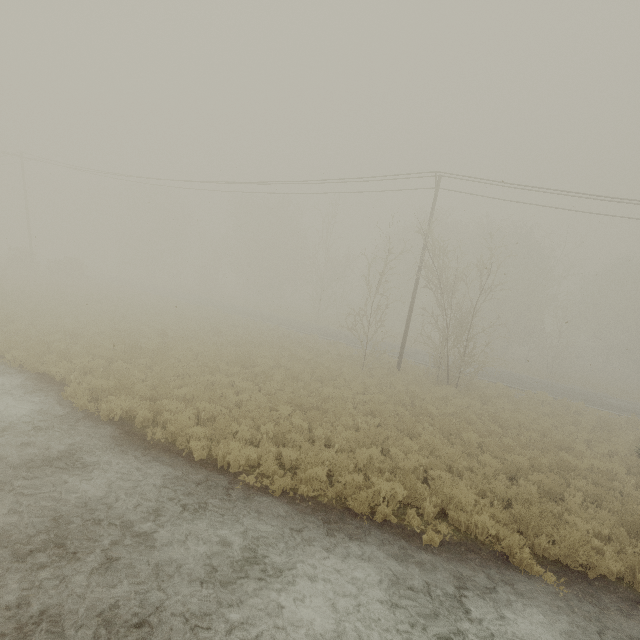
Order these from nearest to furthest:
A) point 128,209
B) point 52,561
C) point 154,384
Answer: point 52,561 < point 154,384 < point 128,209

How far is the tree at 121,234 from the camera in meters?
52.4

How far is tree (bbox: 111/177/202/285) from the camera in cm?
5238
